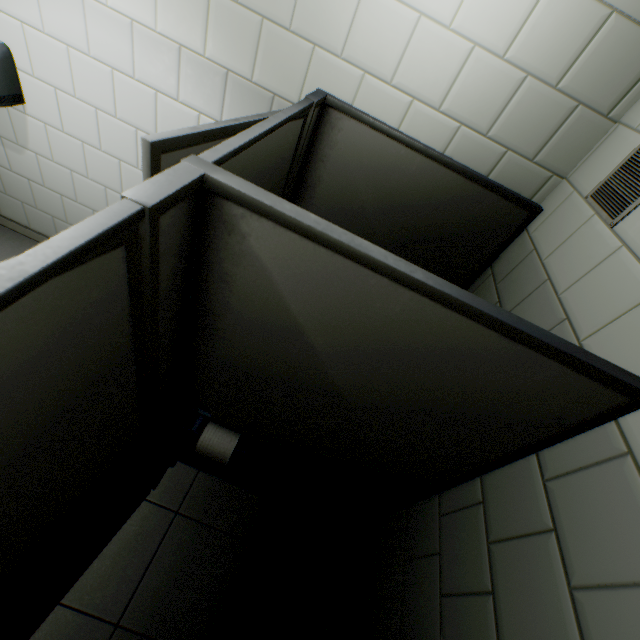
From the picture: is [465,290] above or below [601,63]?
below

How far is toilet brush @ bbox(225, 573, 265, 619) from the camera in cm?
162

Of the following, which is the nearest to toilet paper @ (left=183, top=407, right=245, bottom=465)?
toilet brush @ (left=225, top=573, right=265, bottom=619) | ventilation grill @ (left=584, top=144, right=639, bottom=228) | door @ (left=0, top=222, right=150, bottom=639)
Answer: door @ (left=0, top=222, right=150, bottom=639)

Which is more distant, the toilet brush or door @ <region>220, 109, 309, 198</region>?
the toilet brush

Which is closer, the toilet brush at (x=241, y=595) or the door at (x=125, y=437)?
the door at (x=125, y=437)

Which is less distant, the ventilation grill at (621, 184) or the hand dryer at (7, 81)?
the ventilation grill at (621, 184)

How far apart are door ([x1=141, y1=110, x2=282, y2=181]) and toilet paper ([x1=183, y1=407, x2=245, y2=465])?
0.3 meters

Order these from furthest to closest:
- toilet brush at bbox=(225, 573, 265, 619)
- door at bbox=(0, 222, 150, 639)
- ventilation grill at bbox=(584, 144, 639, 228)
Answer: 1. toilet brush at bbox=(225, 573, 265, 619)
2. ventilation grill at bbox=(584, 144, 639, 228)
3. door at bbox=(0, 222, 150, 639)
